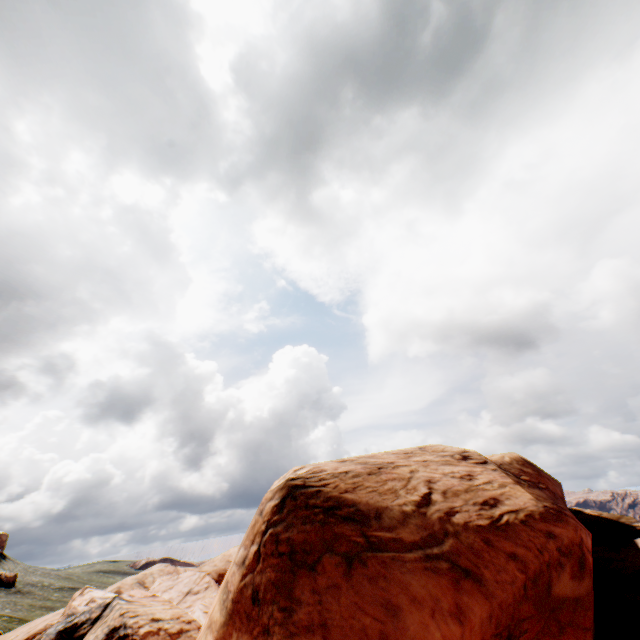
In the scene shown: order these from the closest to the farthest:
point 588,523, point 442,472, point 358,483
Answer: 1. point 358,483
2. point 442,472
3. point 588,523
